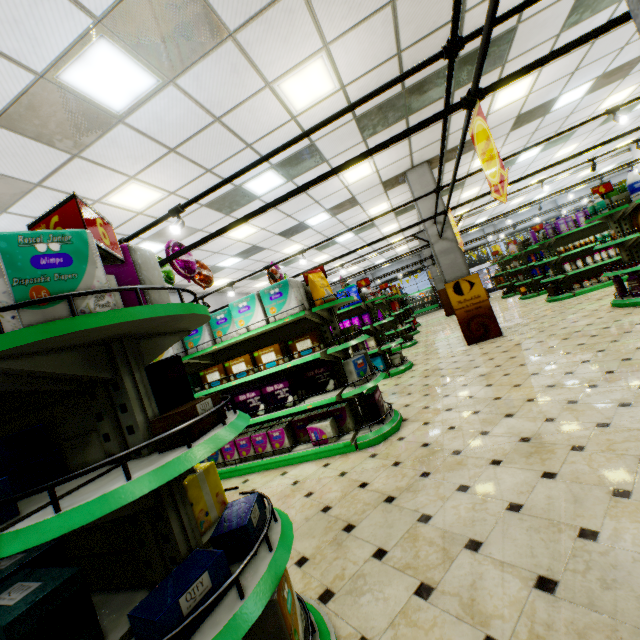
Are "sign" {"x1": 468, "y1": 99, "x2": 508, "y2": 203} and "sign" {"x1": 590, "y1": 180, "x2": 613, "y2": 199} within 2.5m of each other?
no

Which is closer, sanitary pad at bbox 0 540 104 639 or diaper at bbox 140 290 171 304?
sanitary pad at bbox 0 540 104 639

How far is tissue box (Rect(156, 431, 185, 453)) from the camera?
1.34m

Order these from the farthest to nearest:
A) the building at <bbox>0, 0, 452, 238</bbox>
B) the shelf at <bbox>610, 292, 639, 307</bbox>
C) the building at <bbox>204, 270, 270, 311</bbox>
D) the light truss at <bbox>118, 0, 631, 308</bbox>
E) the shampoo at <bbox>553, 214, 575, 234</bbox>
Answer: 1. the building at <bbox>204, 270, 270, 311</bbox>
2. the shampoo at <bbox>553, 214, 575, 234</bbox>
3. the shelf at <bbox>610, 292, 639, 307</bbox>
4. the building at <bbox>0, 0, 452, 238</bbox>
5. the light truss at <bbox>118, 0, 631, 308</bbox>

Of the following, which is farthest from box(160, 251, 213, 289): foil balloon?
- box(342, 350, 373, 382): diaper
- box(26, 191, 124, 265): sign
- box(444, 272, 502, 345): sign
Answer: box(444, 272, 502, 345): sign

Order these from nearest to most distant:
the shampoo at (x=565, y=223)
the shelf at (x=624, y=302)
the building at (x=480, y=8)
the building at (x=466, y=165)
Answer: the building at (x=480, y=8) → the shelf at (x=624, y=302) → the building at (x=466, y=165) → the shampoo at (x=565, y=223)

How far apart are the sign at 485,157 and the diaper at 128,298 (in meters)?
2.54

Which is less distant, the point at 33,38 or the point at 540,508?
the point at 540,508
